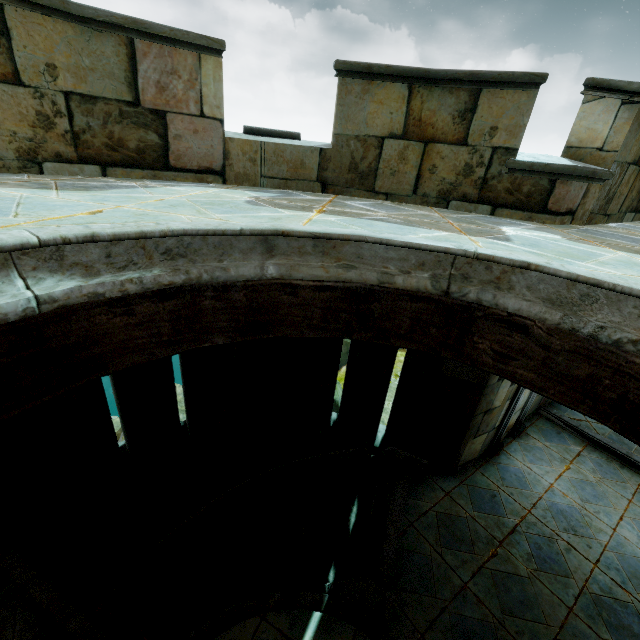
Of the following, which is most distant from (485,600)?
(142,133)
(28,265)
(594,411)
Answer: (142,133)
